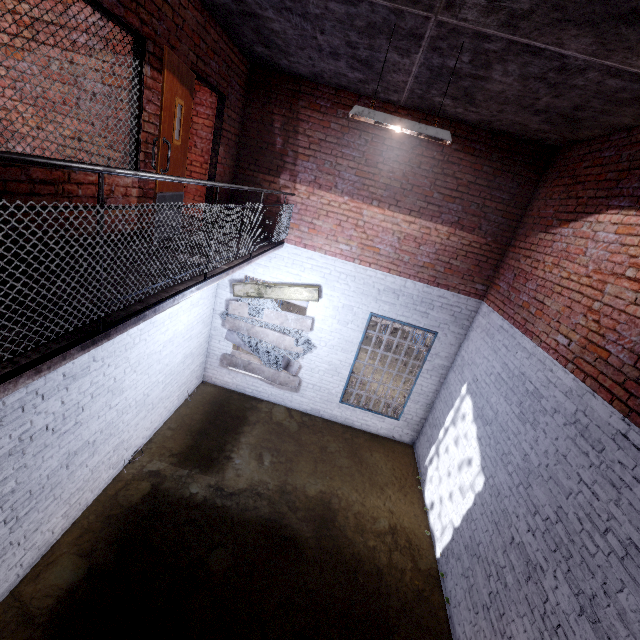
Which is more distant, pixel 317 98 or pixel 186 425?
pixel 186 425

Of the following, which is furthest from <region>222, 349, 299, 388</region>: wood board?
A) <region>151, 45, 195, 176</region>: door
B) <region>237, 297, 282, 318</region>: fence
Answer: <region>151, 45, 195, 176</region>: door

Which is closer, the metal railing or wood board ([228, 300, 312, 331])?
the metal railing

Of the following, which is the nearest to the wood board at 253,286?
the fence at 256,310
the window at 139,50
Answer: the fence at 256,310

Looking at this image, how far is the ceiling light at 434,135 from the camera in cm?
356

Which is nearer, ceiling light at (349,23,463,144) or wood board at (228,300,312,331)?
ceiling light at (349,23,463,144)

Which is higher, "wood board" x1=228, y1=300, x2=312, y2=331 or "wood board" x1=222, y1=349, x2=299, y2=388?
"wood board" x1=228, y1=300, x2=312, y2=331

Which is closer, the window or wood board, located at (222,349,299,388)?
the window
